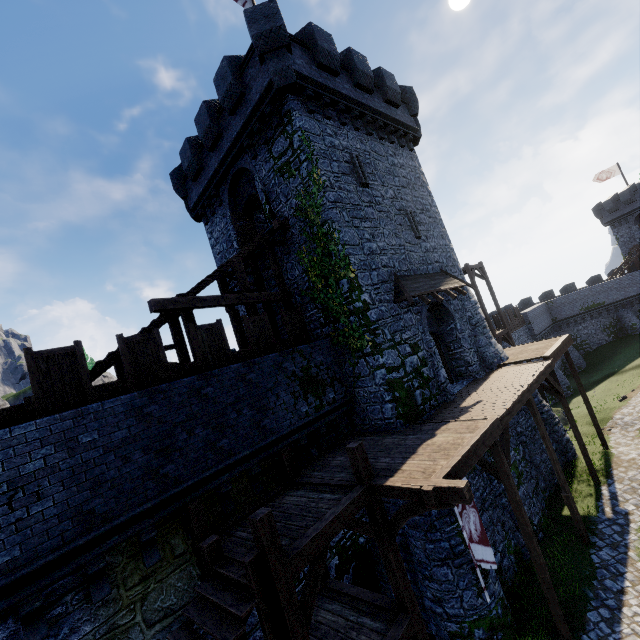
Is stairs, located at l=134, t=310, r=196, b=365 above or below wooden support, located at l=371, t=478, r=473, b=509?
above

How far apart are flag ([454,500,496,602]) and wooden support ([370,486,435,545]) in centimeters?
76cm

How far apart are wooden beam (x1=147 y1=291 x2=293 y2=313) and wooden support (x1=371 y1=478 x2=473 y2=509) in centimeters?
746cm

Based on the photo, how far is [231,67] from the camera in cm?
1385

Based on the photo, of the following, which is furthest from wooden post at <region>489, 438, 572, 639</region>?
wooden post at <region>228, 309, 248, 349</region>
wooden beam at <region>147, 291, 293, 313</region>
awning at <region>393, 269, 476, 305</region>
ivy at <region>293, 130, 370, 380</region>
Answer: wooden beam at <region>147, 291, 293, 313</region>

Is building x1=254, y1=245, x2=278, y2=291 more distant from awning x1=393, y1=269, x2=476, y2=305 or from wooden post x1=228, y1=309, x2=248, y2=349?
wooden post x1=228, y1=309, x2=248, y2=349

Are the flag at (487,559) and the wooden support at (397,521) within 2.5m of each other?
yes

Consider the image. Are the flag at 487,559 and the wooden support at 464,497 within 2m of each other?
yes
